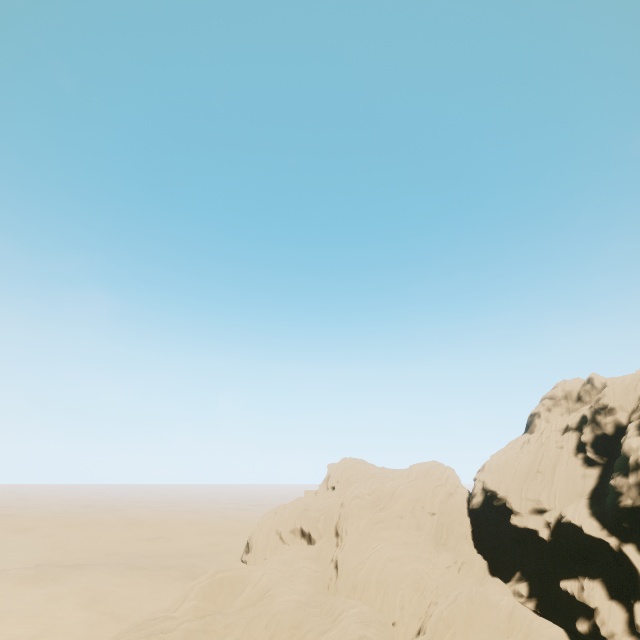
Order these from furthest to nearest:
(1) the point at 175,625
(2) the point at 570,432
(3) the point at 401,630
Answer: (2) the point at 570,432 → (3) the point at 401,630 → (1) the point at 175,625
